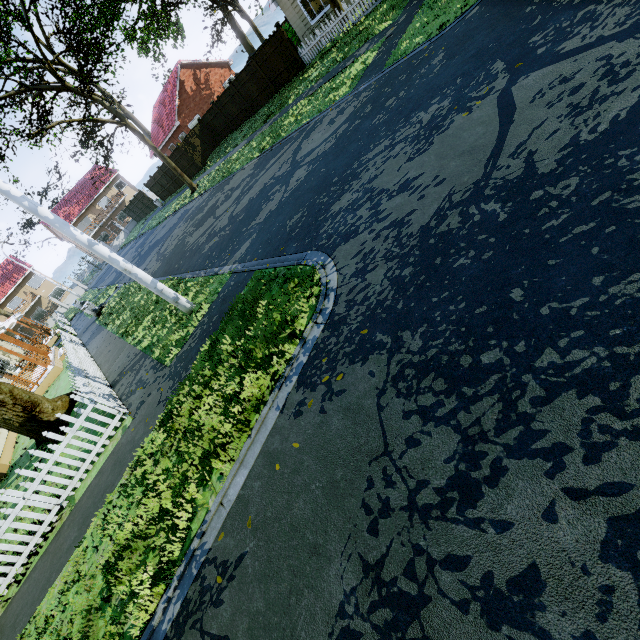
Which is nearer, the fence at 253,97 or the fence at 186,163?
the fence at 253,97

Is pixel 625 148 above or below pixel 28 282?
below

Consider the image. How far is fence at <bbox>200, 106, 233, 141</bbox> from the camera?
25.2m

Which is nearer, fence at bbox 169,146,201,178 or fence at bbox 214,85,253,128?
fence at bbox 214,85,253,128

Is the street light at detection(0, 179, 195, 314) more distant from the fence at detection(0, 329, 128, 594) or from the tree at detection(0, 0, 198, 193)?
the tree at detection(0, 0, 198, 193)

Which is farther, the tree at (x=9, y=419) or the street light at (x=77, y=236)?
the tree at (x=9, y=419)
